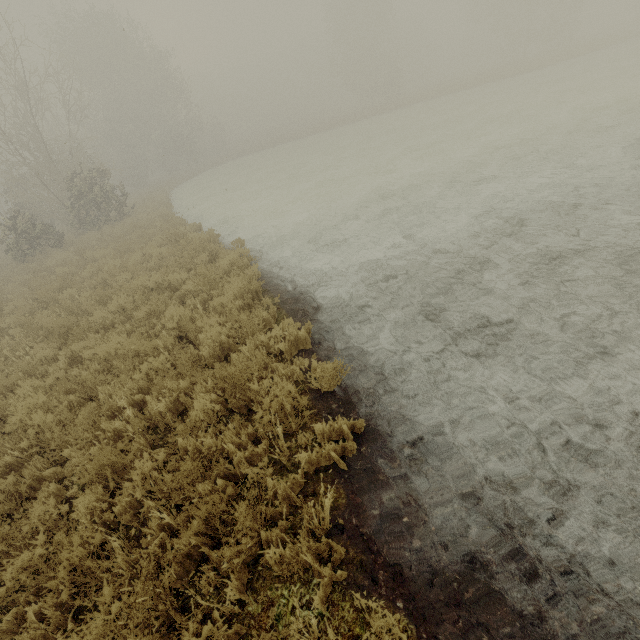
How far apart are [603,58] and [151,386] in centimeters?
4222cm
